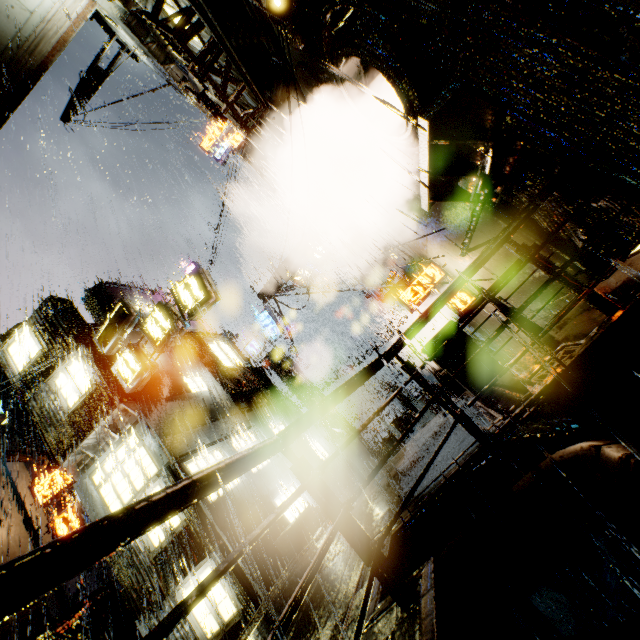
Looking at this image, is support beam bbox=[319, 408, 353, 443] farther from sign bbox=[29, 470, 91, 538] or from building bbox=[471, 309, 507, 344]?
sign bbox=[29, 470, 91, 538]

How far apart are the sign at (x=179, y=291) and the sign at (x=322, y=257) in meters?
9.6 m

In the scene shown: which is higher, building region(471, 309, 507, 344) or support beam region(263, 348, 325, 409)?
support beam region(263, 348, 325, 409)

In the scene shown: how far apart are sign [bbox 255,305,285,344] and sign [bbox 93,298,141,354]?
9.6m

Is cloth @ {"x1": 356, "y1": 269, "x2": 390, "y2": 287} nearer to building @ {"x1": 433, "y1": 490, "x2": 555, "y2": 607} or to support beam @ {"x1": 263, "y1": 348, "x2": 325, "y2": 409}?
building @ {"x1": 433, "y1": 490, "x2": 555, "y2": 607}

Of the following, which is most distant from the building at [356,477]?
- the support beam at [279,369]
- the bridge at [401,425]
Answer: the support beam at [279,369]

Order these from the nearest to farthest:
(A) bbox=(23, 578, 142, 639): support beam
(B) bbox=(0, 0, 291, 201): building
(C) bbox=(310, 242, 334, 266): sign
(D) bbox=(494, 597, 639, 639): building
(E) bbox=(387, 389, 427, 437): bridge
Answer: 1. (D) bbox=(494, 597, 639, 639): building
2. (A) bbox=(23, 578, 142, 639): support beam
3. (B) bbox=(0, 0, 291, 201): building
4. (E) bbox=(387, 389, 427, 437): bridge
5. (C) bbox=(310, 242, 334, 266): sign

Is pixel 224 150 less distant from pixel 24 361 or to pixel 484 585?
pixel 24 361
